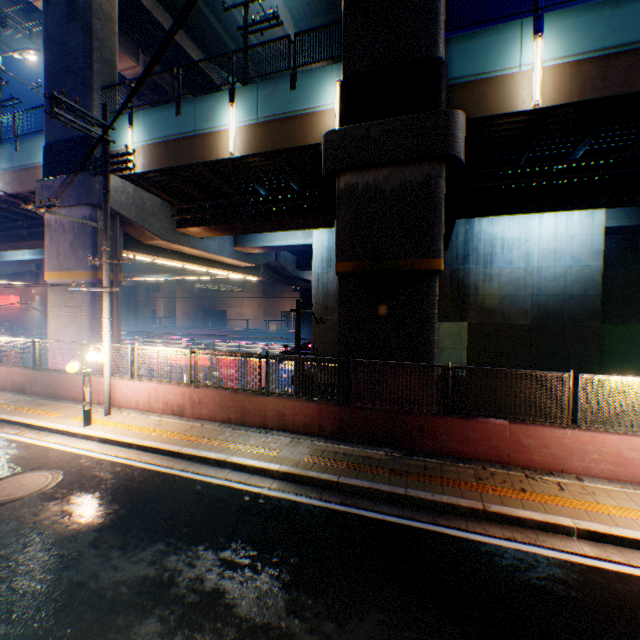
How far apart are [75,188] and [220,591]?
16.18m

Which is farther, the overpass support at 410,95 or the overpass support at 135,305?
the overpass support at 135,305

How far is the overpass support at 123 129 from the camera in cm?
1380

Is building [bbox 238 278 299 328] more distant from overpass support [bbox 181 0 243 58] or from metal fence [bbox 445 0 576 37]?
metal fence [bbox 445 0 576 37]

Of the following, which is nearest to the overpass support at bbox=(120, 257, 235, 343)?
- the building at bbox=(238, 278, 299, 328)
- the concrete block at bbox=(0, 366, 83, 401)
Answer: the concrete block at bbox=(0, 366, 83, 401)

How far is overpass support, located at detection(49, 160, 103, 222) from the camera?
13.5m

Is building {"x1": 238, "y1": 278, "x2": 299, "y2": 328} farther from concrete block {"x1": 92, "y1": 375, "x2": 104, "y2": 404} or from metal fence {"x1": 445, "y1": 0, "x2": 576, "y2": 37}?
concrete block {"x1": 92, "y1": 375, "x2": 104, "y2": 404}

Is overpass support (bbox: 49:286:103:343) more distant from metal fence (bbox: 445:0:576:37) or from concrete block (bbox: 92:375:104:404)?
concrete block (bbox: 92:375:104:404)
